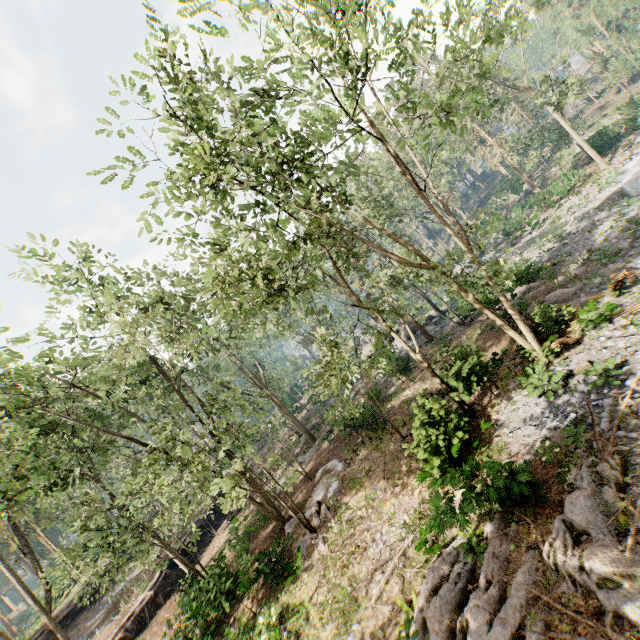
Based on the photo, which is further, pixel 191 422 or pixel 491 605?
pixel 191 422

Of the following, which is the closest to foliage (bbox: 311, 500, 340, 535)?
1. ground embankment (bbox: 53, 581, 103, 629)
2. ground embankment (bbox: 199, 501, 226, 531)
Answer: ground embankment (bbox: 199, 501, 226, 531)

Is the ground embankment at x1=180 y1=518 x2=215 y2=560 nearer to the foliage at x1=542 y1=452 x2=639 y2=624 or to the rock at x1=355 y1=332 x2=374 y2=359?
the foliage at x1=542 y1=452 x2=639 y2=624

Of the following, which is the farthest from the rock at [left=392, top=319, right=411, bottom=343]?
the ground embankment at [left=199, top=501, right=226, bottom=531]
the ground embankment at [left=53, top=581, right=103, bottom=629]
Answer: the ground embankment at [left=53, top=581, right=103, bottom=629]

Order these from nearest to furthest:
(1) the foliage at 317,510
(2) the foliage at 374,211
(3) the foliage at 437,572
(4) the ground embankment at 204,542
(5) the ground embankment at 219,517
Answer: (3) the foliage at 437,572 → (2) the foliage at 374,211 → (1) the foliage at 317,510 → (4) the ground embankment at 204,542 → (5) the ground embankment at 219,517

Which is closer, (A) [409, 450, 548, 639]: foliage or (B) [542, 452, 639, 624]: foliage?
(B) [542, 452, 639, 624]: foliage

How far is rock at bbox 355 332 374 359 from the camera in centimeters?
4216cm

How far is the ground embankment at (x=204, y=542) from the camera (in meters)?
27.27
